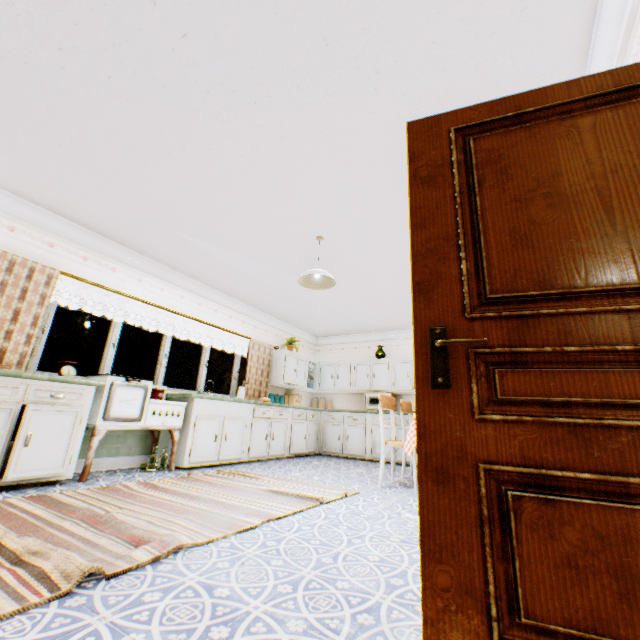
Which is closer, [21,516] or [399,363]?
[21,516]

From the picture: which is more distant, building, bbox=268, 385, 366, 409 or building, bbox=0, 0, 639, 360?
building, bbox=268, 385, 366, 409

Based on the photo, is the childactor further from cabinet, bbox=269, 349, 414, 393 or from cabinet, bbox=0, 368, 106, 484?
cabinet, bbox=269, 349, 414, 393

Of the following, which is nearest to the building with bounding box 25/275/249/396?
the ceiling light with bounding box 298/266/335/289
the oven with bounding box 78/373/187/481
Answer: the oven with bounding box 78/373/187/481

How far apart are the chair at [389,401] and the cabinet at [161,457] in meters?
2.1 m

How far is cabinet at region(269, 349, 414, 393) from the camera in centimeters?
764cm

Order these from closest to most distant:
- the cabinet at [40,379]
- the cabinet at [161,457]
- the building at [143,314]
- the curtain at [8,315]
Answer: the cabinet at [40,379]
the curtain at [8,315]
the building at [143,314]
the cabinet at [161,457]

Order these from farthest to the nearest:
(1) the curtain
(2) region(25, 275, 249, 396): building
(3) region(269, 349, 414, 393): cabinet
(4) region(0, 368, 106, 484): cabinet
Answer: (3) region(269, 349, 414, 393): cabinet → (2) region(25, 275, 249, 396): building → (1) the curtain → (4) region(0, 368, 106, 484): cabinet
